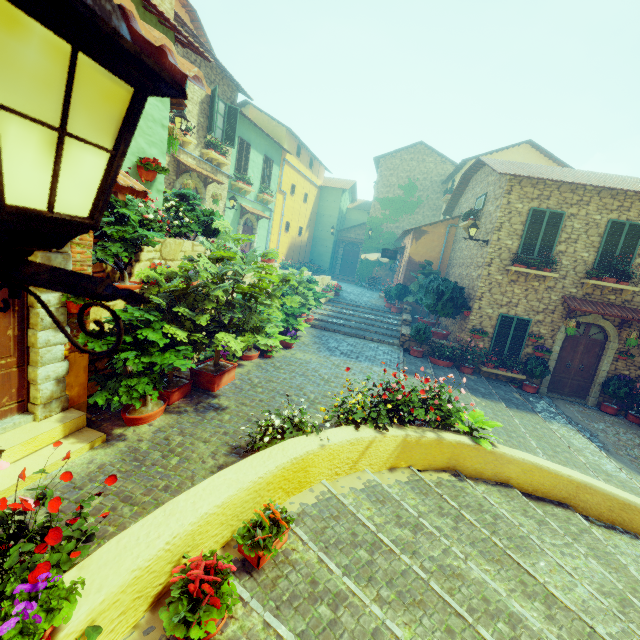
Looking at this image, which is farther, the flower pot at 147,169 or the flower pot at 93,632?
the flower pot at 147,169

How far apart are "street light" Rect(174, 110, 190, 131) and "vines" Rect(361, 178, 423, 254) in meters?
17.7 m

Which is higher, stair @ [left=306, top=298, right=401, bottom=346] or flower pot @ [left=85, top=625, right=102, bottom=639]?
flower pot @ [left=85, top=625, right=102, bottom=639]

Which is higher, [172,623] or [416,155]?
[416,155]

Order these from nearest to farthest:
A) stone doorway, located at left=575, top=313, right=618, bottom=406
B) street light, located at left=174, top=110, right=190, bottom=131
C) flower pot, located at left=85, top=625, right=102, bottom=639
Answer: flower pot, located at left=85, top=625, right=102, bottom=639 < street light, located at left=174, top=110, right=190, bottom=131 < stone doorway, located at left=575, top=313, right=618, bottom=406

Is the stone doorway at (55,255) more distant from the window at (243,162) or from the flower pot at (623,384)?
the flower pot at (623,384)

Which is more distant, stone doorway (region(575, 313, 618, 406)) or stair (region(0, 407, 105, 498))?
stone doorway (region(575, 313, 618, 406))

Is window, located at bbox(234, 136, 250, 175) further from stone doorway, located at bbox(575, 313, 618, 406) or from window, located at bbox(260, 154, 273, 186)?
stone doorway, located at bbox(575, 313, 618, 406)
